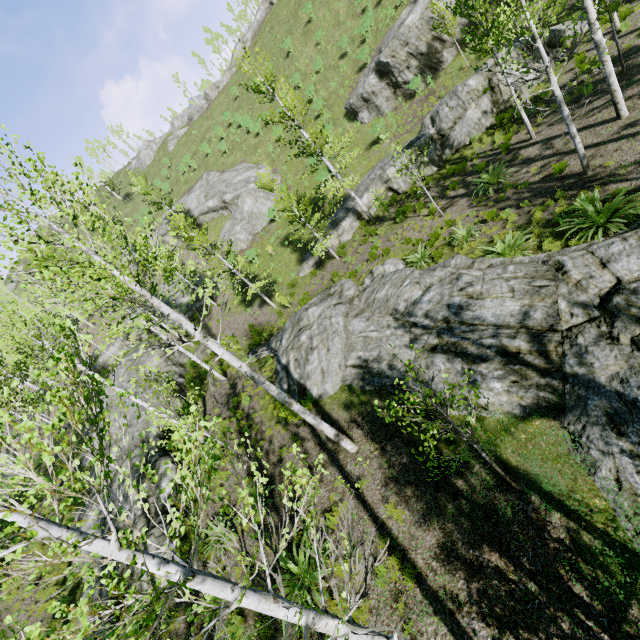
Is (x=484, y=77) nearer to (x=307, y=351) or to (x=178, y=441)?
(x=307, y=351)

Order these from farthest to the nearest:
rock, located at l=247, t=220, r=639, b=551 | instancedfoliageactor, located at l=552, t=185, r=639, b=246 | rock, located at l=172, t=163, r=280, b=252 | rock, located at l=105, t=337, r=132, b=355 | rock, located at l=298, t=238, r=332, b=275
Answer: rock, located at l=105, t=337, r=132, b=355, rock, located at l=172, t=163, r=280, b=252, rock, located at l=298, t=238, r=332, b=275, instancedfoliageactor, located at l=552, t=185, r=639, b=246, rock, located at l=247, t=220, r=639, b=551

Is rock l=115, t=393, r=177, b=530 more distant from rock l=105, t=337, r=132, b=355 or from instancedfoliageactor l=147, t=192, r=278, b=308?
rock l=105, t=337, r=132, b=355

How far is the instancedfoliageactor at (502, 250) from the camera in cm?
1054

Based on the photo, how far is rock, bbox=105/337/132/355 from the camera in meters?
35.2

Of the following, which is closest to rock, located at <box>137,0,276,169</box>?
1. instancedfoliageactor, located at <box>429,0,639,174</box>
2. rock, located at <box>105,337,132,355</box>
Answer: instancedfoliageactor, located at <box>429,0,639,174</box>

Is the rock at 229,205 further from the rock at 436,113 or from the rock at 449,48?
the rock at 449,48

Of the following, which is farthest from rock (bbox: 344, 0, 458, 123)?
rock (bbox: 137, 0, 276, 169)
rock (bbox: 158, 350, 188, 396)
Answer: rock (bbox: 137, 0, 276, 169)
